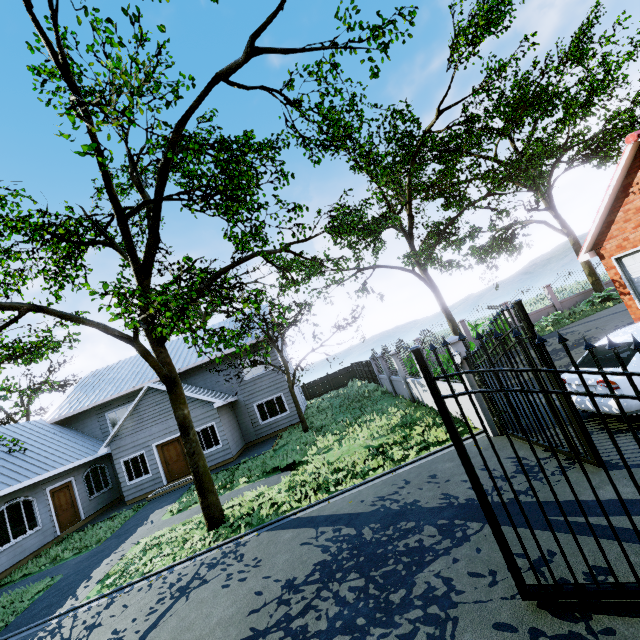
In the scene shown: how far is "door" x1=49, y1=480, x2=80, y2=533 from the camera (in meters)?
15.47

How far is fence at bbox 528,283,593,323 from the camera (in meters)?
21.96

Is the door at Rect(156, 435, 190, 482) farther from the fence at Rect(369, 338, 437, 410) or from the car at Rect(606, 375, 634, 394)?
the car at Rect(606, 375, 634, 394)

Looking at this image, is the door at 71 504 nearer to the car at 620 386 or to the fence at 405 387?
the fence at 405 387

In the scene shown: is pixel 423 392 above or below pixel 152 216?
below

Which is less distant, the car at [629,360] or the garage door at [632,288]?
the car at [629,360]

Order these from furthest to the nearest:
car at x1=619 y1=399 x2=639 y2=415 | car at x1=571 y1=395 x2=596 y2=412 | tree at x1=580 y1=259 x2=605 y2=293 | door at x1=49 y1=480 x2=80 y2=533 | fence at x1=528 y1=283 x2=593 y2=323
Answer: fence at x1=528 y1=283 x2=593 y2=323 → tree at x1=580 y1=259 x2=605 y2=293 → door at x1=49 y1=480 x2=80 y2=533 → car at x1=571 y1=395 x2=596 y2=412 → car at x1=619 y1=399 x2=639 y2=415

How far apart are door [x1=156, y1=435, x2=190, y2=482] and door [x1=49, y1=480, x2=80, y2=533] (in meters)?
4.41
